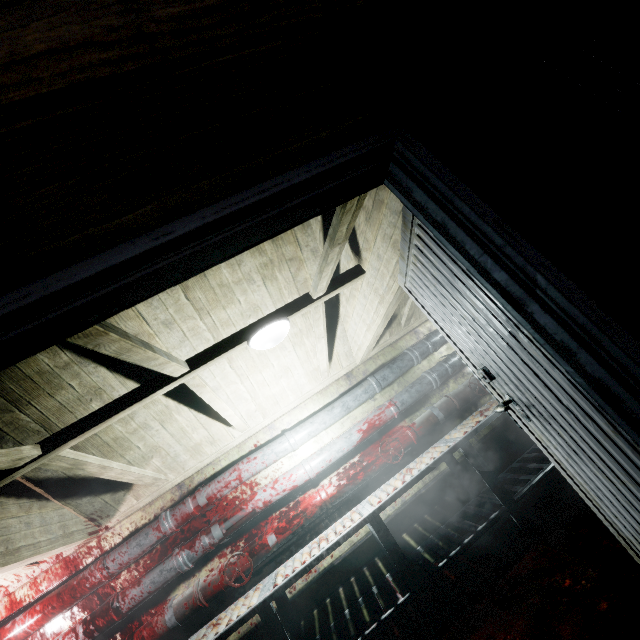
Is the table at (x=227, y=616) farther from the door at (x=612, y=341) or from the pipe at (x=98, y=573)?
the door at (x=612, y=341)

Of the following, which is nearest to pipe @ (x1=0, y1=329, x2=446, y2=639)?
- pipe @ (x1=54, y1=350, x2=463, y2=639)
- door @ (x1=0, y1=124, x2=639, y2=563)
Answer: pipe @ (x1=54, y1=350, x2=463, y2=639)

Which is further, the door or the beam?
the beam

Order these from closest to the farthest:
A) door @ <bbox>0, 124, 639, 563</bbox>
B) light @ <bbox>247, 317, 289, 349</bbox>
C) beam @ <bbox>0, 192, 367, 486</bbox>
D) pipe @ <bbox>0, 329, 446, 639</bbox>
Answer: door @ <bbox>0, 124, 639, 563</bbox>, beam @ <bbox>0, 192, 367, 486</bbox>, light @ <bbox>247, 317, 289, 349</bbox>, pipe @ <bbox>0, 329, 446, 639</bbox>

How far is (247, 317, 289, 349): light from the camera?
2.09m

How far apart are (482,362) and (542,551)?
1.97m

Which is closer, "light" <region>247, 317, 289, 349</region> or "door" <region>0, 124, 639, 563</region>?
"door" <region>0, 124, 639, 563</region>

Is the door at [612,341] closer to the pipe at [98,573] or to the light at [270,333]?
the light at [270,333]
